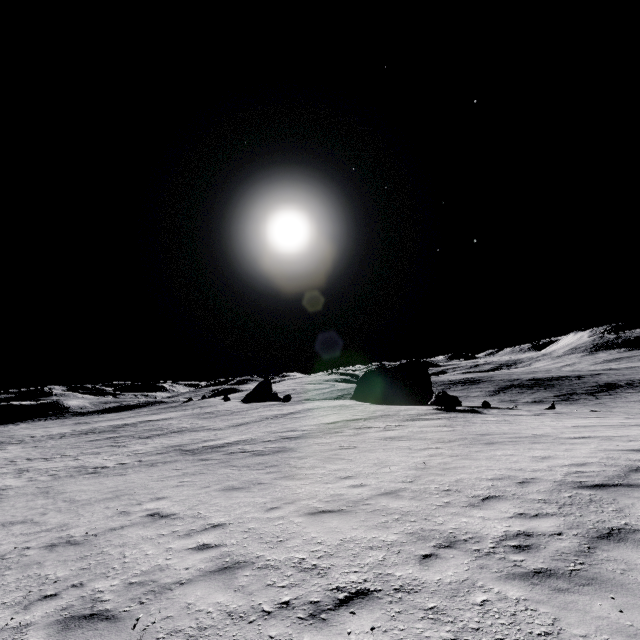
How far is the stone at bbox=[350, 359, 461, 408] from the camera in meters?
27.7

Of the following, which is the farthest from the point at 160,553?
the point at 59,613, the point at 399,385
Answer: the point at 399,385

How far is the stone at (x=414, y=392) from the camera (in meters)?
27.70
